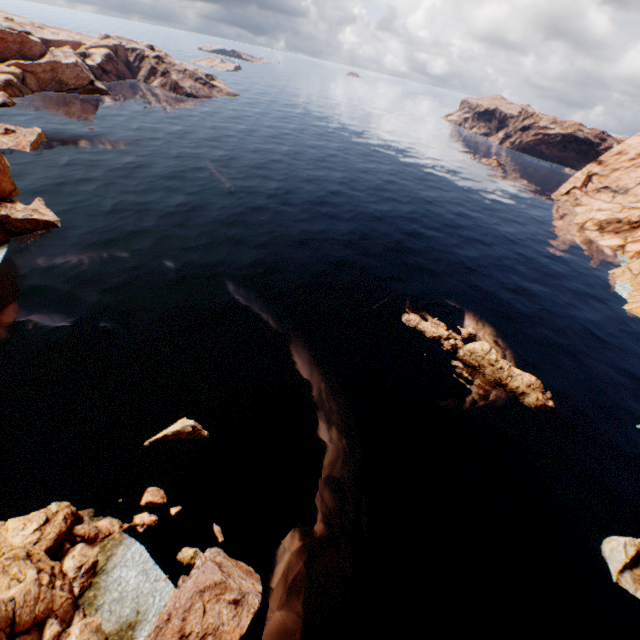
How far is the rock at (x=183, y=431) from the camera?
24.0 meters

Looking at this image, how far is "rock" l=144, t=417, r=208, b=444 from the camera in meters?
24.0

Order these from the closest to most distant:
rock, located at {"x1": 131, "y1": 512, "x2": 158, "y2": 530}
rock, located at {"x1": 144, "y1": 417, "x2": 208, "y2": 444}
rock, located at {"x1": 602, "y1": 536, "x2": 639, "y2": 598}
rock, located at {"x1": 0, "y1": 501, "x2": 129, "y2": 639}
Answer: rock, located at {"x1": 0, "y1": 501, "x2": 129, "y2": 639} < rock, located at {"x1": 131, "y1": 512, "x2": 158, "y2": 530} < rock, located at {"x1": 602, "y1": 536, "x2": 639, "y2": 598} < rock, located at {"x1": 144, "y1": 417, "x2": 208, "y2": 444}

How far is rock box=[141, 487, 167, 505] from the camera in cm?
2062

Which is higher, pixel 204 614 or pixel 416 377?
pixel 204 614

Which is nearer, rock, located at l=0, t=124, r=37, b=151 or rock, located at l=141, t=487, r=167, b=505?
rock, located at l=141, t=487, r=167, b=505

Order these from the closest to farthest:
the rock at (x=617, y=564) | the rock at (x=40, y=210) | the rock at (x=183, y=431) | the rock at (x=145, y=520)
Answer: the rock at (x=145, y=520) → the rock at (x=617, y=564) → the rock at (x=183, y=431) → the rock at (x=40, y=210)
